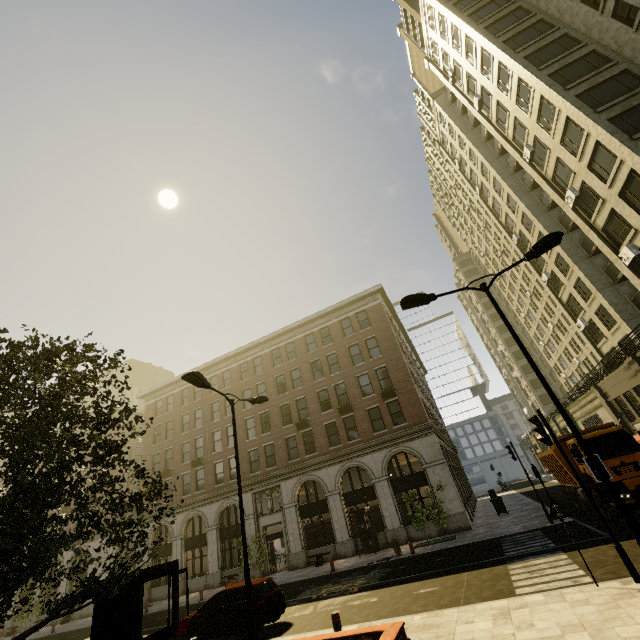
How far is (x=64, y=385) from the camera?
7.0m

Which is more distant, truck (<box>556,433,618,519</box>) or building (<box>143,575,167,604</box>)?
building (<box>143,575,167,604</box>)

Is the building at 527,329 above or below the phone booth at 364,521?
above

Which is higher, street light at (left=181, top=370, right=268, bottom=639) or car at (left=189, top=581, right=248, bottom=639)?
street light at (left=181, top=370, right=268, bottom=639)

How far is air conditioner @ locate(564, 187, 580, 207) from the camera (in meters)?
23.69

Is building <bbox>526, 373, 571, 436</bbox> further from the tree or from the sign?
the sign

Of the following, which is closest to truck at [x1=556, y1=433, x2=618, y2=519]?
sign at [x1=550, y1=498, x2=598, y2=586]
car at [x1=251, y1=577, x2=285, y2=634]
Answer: sign at [x1=550, y1=498, x2=598, y2=586]

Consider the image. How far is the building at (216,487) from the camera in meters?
27.8
